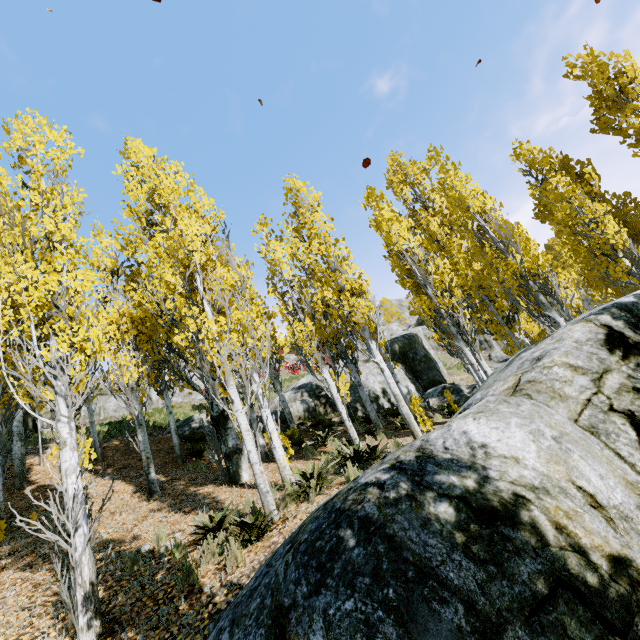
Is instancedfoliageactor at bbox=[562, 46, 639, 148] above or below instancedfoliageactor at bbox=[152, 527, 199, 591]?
above

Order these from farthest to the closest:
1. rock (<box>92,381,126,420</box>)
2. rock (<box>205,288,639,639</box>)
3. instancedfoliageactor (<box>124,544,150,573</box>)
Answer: rock (<box>92,381,126,420</box>), instancedfoliageactor (<box>124,544,150,573</box>), rock (<box>205,288,639,639</box>)

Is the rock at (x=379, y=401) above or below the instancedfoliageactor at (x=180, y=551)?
above

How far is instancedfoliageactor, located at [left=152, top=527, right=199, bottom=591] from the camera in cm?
420

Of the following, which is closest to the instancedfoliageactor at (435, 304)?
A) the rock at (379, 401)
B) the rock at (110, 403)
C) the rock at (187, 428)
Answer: the rock at (379, 401)

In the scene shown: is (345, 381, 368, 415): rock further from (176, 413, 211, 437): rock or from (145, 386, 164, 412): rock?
(145, 386, 164, 412): rock

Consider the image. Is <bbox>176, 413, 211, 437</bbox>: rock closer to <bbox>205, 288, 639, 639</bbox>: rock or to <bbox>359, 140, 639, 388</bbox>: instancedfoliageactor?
<bbox>359, 140, 639, 388</bbox>: instancedfoliageactor

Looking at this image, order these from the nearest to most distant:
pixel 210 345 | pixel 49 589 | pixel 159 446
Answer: pixel 49 589 → pixel 210 345 → pixel 159 446
